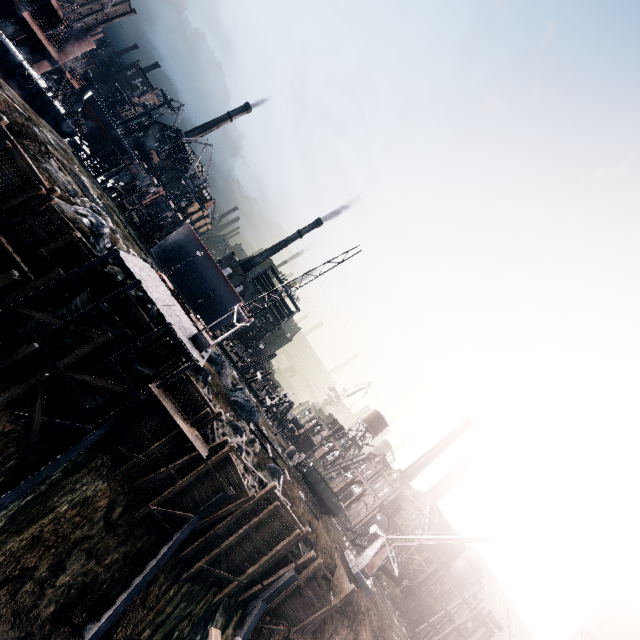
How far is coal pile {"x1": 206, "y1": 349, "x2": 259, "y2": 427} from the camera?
31.2m

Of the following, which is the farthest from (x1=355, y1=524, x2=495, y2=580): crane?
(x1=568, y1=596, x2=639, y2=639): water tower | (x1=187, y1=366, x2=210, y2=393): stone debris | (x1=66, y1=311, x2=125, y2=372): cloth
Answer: (x1=568, y1=596, x2=639, y2=639): water tower

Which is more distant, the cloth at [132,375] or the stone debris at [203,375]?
the stone debris at [203,375]

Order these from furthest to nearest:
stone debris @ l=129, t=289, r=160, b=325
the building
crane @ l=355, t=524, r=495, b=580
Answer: the building
crane @ l=355, t=524, r=495, b=580
stone debris @ l=129, t=289, r=160, b=325

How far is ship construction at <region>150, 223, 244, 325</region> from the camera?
47.25m

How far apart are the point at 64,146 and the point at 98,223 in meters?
19.4 m

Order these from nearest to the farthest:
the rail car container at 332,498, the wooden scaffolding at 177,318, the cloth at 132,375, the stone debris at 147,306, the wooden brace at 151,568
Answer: the wooden brace at 151,568
the wooden scaffolding at 177,318
the cloth at 132,375
the stone debris at 147,306
the rail car container at 332,498

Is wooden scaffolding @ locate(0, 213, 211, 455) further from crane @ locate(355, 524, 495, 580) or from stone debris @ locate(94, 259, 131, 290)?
crane @ locate(355, 524, 495, 580)
